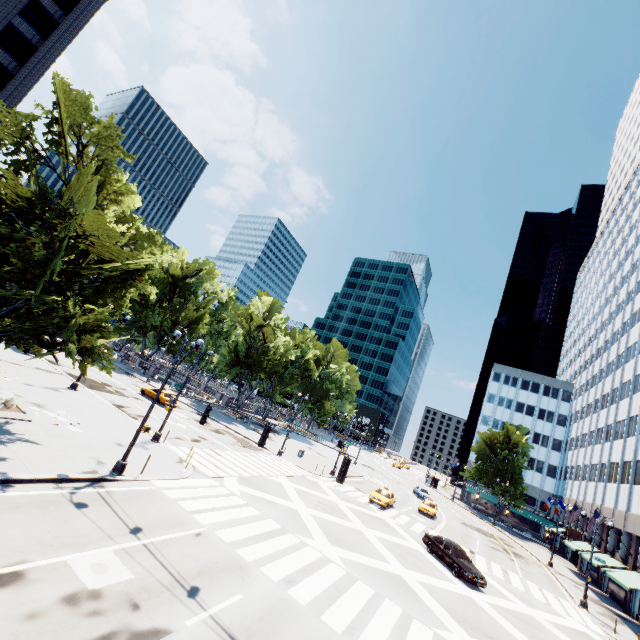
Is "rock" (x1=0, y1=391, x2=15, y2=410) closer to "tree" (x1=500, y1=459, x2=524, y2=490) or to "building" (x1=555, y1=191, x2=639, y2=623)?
"tree" (x1=500, y1=459, x2=524, y2=490)

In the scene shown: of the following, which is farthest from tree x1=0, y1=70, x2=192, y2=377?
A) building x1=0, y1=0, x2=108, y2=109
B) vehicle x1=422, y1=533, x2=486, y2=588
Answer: vehicle x1=422, y1=533, x2=486, y2=588

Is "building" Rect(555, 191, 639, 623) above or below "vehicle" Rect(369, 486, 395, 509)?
above

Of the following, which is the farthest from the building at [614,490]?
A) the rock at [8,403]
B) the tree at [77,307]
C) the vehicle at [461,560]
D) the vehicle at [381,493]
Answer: the rock at [8,403]

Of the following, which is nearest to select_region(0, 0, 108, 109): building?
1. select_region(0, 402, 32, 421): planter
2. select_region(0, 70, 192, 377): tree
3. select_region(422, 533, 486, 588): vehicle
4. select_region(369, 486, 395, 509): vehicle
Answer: select_region(0, 70, 192, 377): tree

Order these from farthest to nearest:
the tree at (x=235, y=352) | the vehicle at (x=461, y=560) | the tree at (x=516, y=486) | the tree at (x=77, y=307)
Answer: the tree at (x=516, y=486) < the tree at (x=235, y=352) < the vehicle at (x=461, y=560) < the tree at (x=77, y=307)

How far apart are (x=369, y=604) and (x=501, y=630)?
8.5 meters

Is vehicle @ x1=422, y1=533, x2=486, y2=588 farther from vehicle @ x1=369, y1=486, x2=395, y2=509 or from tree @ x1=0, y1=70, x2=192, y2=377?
tree @ x1=0, y1=70, x2=192, y2=377
